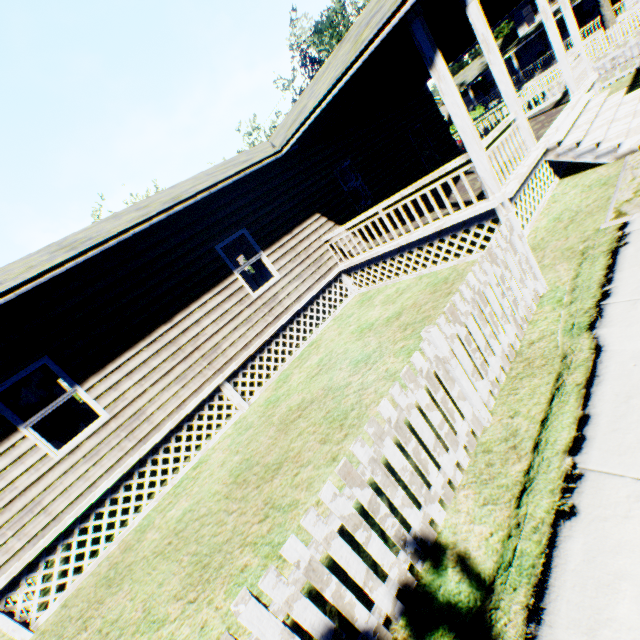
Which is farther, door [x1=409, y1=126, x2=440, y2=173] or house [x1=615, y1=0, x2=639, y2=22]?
house [x1=615, y1=0, x2=639, y2=22]

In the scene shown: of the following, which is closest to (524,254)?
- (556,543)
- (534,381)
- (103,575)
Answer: (534,381)

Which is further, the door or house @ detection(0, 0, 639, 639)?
the door

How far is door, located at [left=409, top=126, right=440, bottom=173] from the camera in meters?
13.4

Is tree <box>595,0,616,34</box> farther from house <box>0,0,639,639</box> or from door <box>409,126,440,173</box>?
door <box>409,126,440,173</box>

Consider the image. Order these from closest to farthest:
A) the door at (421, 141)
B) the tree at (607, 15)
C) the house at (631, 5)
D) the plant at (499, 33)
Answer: the door at (421, 141), the tree at (607, 15), the house at (631, 5), the plant at (499, 33)

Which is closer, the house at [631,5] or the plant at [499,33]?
the house at [631,5]

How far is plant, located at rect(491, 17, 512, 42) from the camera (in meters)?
48.12
